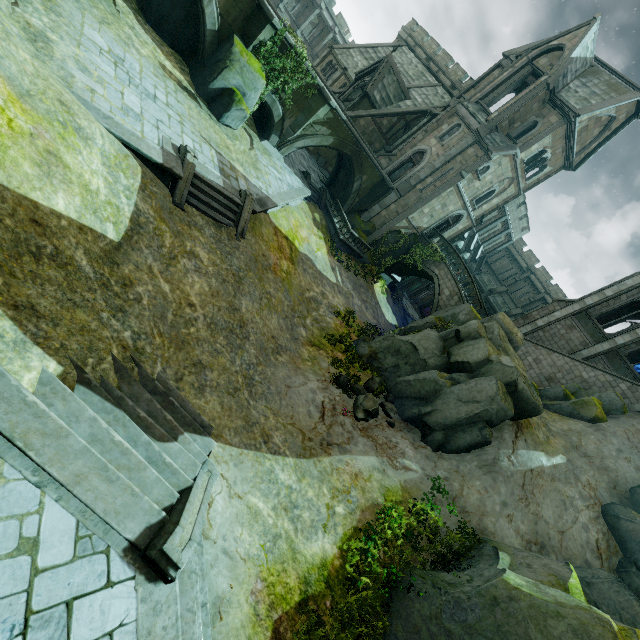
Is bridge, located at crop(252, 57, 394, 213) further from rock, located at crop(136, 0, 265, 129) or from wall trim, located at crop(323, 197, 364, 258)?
wall trim, located at crop(323, 197, 364, 258)

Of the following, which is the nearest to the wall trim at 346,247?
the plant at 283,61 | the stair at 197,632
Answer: the plant at 283,61

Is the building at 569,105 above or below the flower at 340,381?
above

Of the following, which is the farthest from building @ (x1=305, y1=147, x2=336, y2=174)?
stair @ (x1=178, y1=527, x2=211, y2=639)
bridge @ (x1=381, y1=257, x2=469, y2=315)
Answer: stair @ (x1=178, y1=527, x2=211, y2=639)

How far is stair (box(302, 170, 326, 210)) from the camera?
25.39m

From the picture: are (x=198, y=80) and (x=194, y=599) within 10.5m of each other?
no

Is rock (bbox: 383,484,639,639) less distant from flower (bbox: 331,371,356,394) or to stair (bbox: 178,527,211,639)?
stair (bbox: 178,527,211,639)

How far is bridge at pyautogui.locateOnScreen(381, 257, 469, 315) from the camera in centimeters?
2731cm
